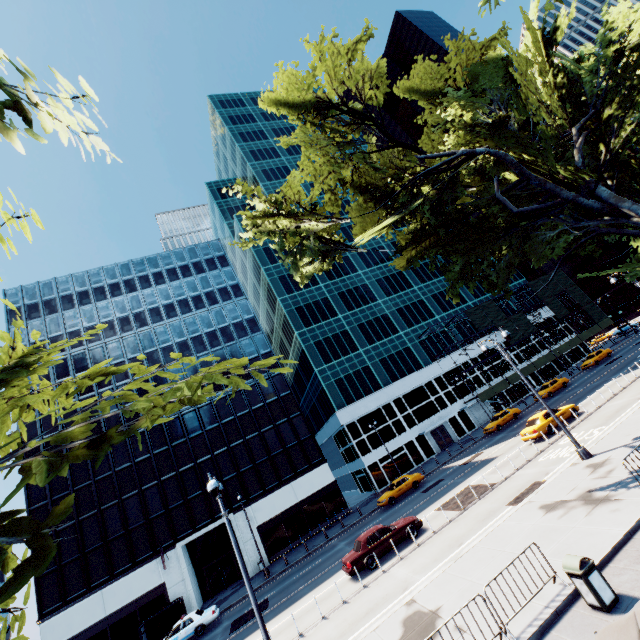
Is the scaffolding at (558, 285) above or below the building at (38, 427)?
below

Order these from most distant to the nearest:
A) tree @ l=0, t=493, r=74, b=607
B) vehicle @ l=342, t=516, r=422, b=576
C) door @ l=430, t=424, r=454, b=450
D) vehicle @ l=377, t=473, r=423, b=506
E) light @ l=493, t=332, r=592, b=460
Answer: door @ l=430, t=424, r=454, b=450
vehicle @ l=377, t=473, r=423, b=506
vehicle @ l=342, t=516, r=422, b=576
light @ l=493, t=332, r=592, b=460
tree @ l=0, t=493, r=74, b=607

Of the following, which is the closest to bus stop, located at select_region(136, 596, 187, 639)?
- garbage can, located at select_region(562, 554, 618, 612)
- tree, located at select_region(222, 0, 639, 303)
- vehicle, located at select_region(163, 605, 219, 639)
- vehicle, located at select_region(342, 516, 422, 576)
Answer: vehicle, located at select_region(163, 605, 219, 639)

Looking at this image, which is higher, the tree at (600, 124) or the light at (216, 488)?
the tree at (600, 124)

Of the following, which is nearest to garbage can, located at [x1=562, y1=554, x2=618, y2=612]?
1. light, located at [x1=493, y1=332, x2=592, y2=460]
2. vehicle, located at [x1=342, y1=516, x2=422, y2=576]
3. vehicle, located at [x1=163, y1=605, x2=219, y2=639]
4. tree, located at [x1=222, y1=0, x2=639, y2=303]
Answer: light, located at [x1=493, y1=332, x2=592, y2=460]

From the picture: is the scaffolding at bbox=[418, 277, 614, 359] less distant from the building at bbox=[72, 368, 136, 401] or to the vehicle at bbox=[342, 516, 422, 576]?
the building at bbox=[72, 368, 136, 401]

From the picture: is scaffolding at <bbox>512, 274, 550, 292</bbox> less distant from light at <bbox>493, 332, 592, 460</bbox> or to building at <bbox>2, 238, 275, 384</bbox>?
building at <bbox>2, 238, 275, 384</bbox>

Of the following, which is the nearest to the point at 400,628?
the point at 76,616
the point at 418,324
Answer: the point at 76,616
